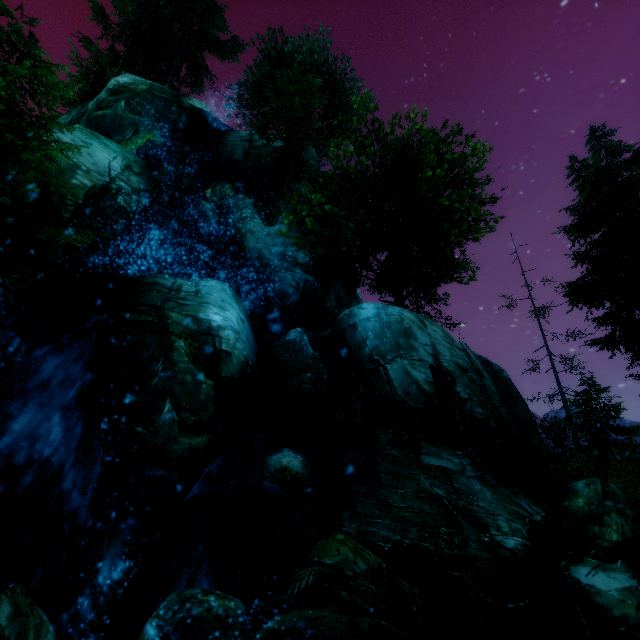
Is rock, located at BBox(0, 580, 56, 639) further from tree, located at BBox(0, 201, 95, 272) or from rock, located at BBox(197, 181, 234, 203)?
rock, located at BBox(197, 181, 234, 203)

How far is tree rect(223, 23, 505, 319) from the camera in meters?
15.1 m

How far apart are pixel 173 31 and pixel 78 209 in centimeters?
2308cm

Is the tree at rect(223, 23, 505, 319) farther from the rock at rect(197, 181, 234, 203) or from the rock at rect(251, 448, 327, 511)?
the rock at rect(251, 448, 327, 511)

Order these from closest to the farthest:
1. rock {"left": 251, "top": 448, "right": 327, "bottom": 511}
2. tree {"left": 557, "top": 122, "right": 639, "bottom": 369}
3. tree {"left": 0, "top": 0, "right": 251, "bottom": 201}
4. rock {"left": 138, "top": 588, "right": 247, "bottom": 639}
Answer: rock {"left": 138, "top": 588, "right": 247, "bottom": 639} → rock {"left": 251, "top": 448, "right": 327, "bottom": 511} → tree {"left": 0, "top": 0, "right": 251, "bottom": 201} → tree {"left": 557, "top": 122, "right": 639, "bottom": 369}

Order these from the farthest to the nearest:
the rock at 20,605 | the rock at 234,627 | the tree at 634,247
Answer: the tree at 634,247
the rock at 234,627
the rock at 20,605

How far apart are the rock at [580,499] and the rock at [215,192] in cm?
2111

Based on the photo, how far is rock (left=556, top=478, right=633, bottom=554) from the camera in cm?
962
